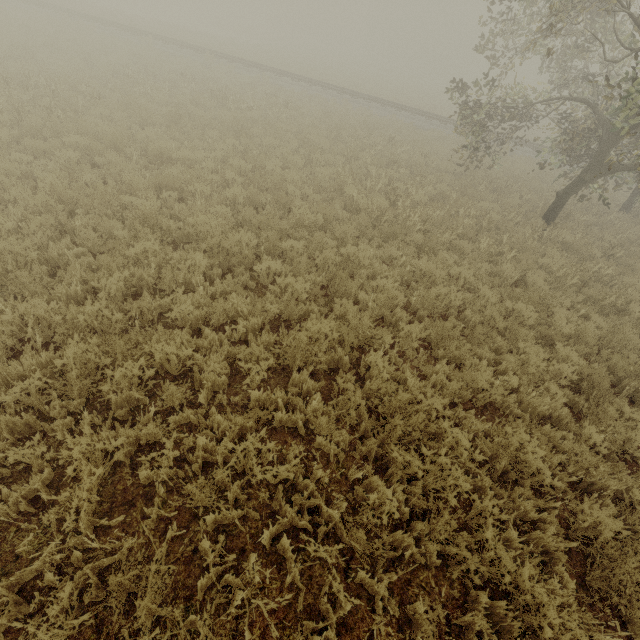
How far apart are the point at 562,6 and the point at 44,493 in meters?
12.0 m
